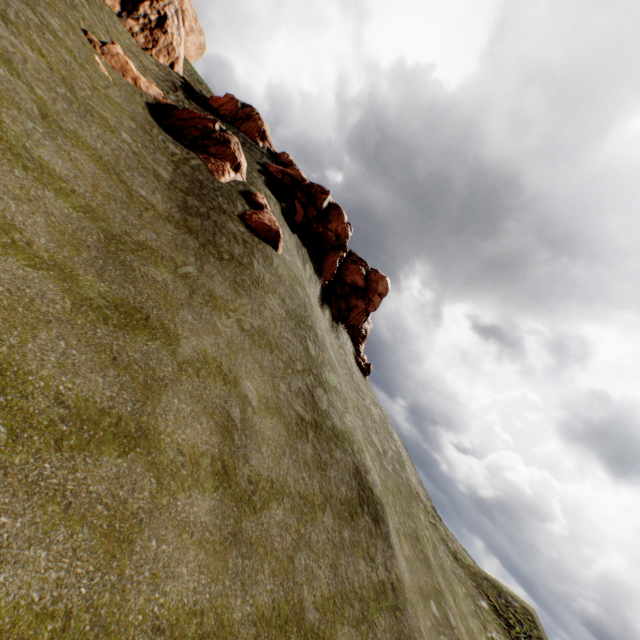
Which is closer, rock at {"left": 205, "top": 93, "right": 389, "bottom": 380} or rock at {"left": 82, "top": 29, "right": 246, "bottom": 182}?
rock at {"left": 82, "top": 29, "right": 246, "bottom": 182}

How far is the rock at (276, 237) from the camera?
18.7 meters

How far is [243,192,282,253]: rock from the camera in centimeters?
1870cm

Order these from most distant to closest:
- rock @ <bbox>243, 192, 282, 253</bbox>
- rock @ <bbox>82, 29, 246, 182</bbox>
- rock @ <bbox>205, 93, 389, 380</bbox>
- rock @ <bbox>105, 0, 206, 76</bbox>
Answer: rock @ <bbox>205, 93, 389, 380</bbox> → rock @ <bbox>105, 0, 206, 76</bbox> → rock @ <bbox>243, 192, 282, 253</bbox> → rock @ <bbox>82, 29, 246, 182</bbox>

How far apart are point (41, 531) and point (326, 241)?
27.4 meters

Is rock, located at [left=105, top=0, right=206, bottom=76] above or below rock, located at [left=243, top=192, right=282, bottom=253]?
above
